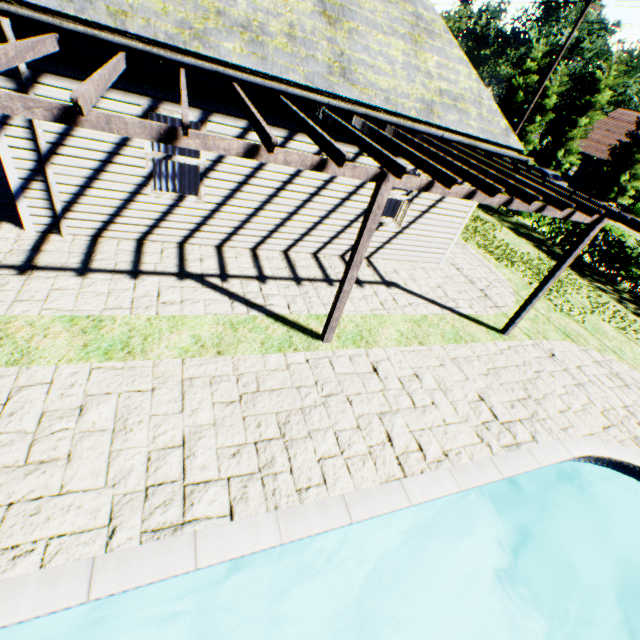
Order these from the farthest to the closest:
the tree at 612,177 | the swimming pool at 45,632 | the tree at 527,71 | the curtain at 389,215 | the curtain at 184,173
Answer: the tree at 527,71, the tree at 612,177, the curtain at 389,215, the curtain at 184,173, the swimming pool at 45,632

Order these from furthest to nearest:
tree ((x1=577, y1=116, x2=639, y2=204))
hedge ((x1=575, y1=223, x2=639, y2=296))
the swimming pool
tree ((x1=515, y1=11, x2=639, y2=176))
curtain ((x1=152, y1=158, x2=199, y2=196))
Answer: tree ((x1=515, y1=11, x2=639, y2=176)) → tree ((x1=577, y1=116, x2=639, y2=204)) → hedge ((x1=575, y1=223, x2=639, y2=296)) → curtain ((x1=152, y1=158, x2=199, y2=196)) → the swimming pool

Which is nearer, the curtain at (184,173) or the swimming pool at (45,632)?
the swimming pool at (45,632)

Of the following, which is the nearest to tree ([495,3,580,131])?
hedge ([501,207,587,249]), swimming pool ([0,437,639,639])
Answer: hedge ([501,207,587,249])

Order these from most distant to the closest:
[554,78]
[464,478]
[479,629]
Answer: [554,78] < [479,629] < [464,478]

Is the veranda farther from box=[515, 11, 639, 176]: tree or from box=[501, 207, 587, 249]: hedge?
box=[515, 11, 639, 176]: tree

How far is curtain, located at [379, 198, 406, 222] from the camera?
8.5 meters

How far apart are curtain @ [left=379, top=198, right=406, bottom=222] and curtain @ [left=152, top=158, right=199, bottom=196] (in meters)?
3.89
